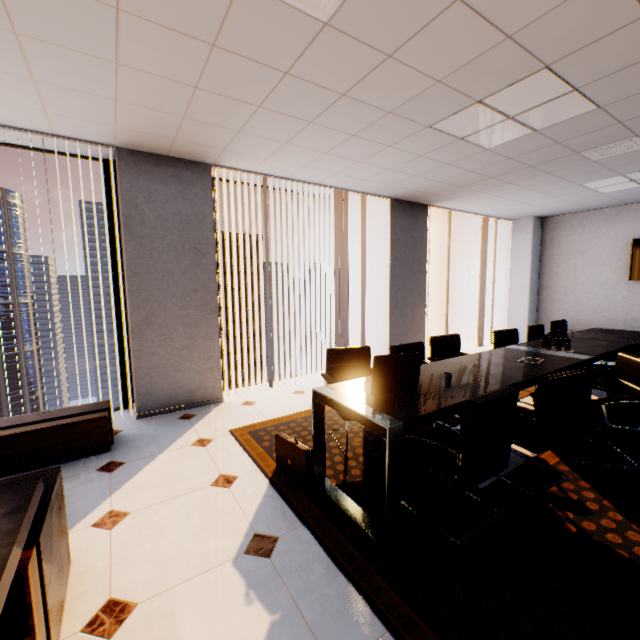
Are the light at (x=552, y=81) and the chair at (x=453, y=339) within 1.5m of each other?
no

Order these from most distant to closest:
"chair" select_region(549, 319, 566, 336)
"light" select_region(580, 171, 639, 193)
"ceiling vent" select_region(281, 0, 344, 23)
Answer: "chair" select_region(549, 319, 566, 336) < "light" select_region(580, 171, 639, 193) < "ceiling vent" select_region(281, 0, 344, 23)

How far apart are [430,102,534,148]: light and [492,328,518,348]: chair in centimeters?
227cm

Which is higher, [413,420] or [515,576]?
[413,420]

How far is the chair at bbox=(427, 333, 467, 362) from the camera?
3.9 meters

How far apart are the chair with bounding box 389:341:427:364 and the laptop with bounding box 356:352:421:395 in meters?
0.6

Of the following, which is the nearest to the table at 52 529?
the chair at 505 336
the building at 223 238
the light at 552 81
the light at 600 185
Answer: the light at 552 81

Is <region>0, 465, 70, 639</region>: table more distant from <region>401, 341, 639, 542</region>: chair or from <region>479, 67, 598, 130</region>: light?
<region>479, 67, 598, 130</region>: light
